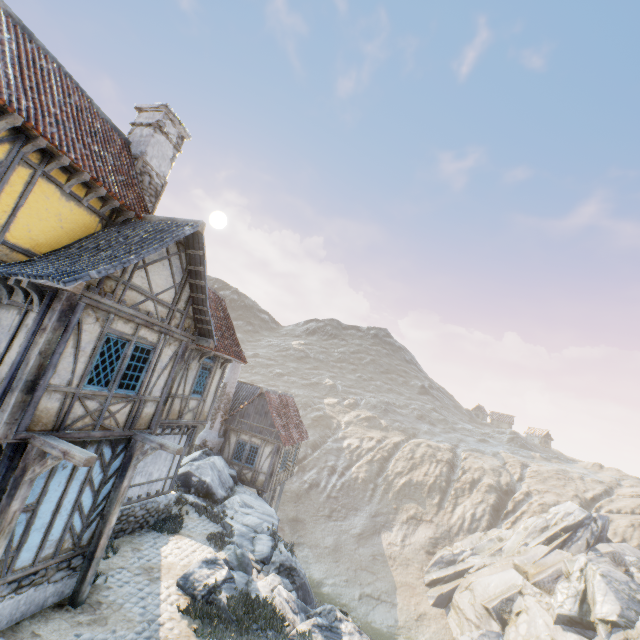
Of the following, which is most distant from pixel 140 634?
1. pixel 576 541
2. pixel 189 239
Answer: pixel 576 541

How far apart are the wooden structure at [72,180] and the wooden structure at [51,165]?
0.4m

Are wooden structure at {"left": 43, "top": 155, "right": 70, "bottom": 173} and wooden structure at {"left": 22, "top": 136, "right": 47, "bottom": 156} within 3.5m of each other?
yes

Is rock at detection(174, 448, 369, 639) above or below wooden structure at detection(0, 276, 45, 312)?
below

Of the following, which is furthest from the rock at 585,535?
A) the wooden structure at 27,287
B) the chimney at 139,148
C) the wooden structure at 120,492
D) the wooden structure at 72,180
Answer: the wooden structure at 72,180

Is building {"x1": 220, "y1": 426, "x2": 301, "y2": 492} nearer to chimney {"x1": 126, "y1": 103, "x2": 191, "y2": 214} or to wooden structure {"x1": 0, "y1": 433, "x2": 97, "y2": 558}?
chimney {"x1": 126, "y1": 103, "x2": 191, "y2": 214}

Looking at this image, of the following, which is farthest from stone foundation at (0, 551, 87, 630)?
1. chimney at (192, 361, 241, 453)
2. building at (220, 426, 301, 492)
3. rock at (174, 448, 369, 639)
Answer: building at (220, 426, 301, 492)

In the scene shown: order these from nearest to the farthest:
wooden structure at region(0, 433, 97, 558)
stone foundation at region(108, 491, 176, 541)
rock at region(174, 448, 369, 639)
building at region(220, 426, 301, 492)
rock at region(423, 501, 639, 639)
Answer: wooden structure at region(0, 433, 97, 558)
rock at region(174, 448, 369, 639)
stone foundation at region(108, 491, 176, 541)
building at region(220, 426, 301, 492)
rock at region(423, 501, 639, 639)
